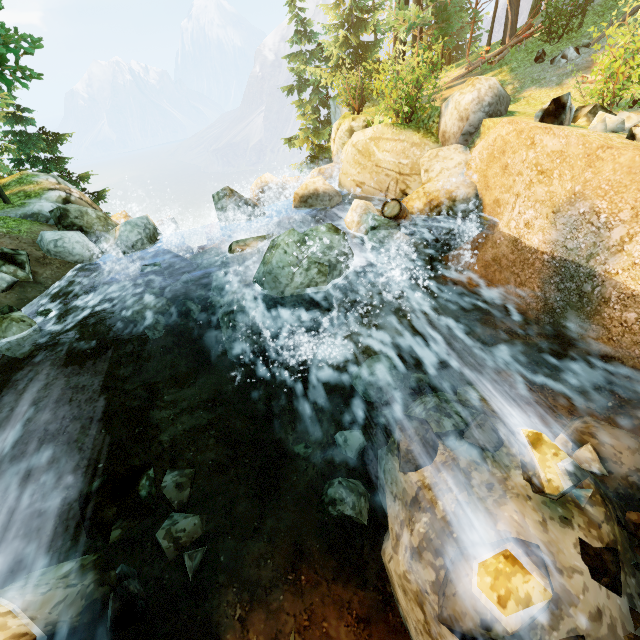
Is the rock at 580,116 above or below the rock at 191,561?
above

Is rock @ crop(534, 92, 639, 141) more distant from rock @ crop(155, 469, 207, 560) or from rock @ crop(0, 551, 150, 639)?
rock @ crop(0, 551, 150, 639)

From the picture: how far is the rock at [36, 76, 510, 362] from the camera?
7.1m

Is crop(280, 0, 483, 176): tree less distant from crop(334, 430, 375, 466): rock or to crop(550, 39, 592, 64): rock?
crop(550, 39, 592, 64): rock

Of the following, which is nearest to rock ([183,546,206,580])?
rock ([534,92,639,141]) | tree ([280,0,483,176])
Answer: tree ([280,0,483,176])

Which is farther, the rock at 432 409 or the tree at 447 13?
the tree at 447 13

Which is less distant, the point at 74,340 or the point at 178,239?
the point at 74,340

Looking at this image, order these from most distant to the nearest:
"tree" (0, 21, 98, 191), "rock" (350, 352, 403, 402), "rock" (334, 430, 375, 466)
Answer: "tree" (0, 21, 98, 191)
"rock" (350, 352, 403, 402)
"rock" (334, 430, 375, 466)
